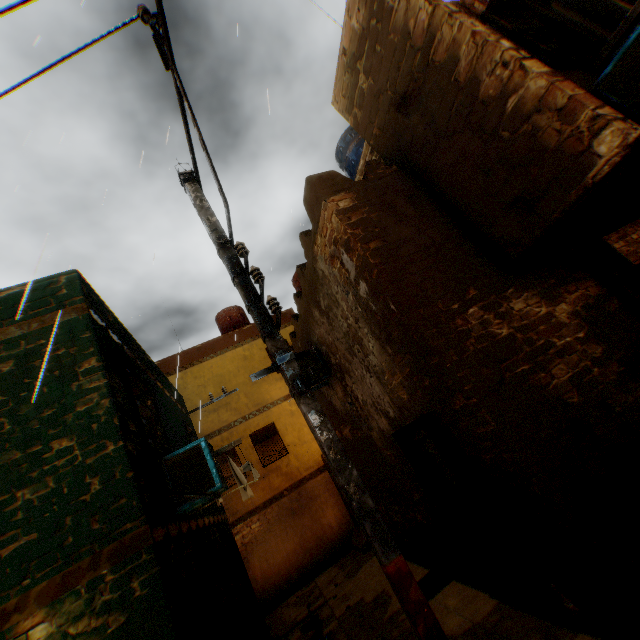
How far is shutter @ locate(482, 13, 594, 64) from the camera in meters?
4.3 m

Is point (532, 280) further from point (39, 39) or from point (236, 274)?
point (39, 39)

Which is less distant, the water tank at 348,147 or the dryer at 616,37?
the dryer at 616,37

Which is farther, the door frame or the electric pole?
the door frame

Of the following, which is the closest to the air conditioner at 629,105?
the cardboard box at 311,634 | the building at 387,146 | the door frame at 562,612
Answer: the building at 387,146

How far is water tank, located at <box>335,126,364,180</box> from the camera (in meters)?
8.91

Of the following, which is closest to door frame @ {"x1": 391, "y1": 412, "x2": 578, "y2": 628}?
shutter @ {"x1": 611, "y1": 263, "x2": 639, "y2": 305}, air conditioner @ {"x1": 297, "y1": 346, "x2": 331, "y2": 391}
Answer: air conditioner @ {"x1": 297, "y1": 346, "x2": 331, "y2": 391}

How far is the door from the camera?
4.17m
